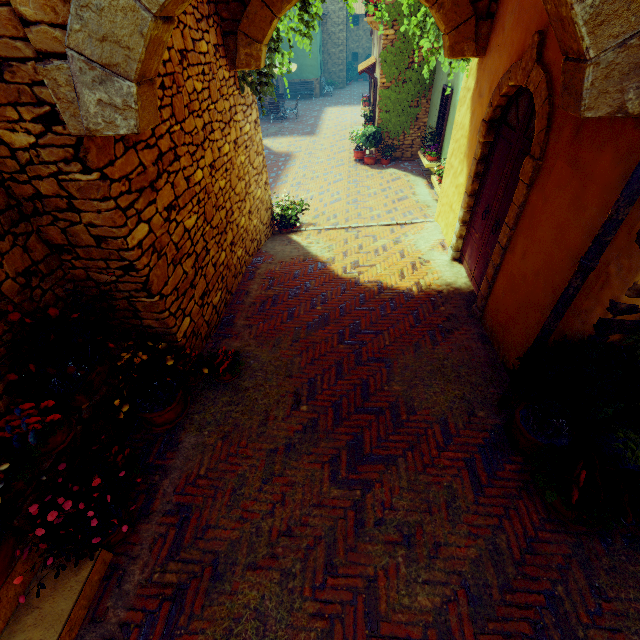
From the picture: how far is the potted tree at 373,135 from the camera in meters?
11.9

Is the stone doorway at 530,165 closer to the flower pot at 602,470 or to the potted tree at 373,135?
the flower pot at 602,470

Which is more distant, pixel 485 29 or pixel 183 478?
pixel 485 29

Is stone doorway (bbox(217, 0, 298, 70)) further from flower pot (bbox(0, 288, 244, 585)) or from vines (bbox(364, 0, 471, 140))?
flower pot (bbox(0, 288, 244, 585))

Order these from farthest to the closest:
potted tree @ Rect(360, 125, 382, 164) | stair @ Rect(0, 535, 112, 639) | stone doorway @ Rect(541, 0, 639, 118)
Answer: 1. potted tree @ Rect(360, 125, 382, 164)
2. stair @ Rect(0, 535, 112, 639)
3. stone doorway @ Rect(541, 0, 639, 118)

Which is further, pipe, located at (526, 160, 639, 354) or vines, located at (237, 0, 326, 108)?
vines, located at (237, 0, 326, 108)

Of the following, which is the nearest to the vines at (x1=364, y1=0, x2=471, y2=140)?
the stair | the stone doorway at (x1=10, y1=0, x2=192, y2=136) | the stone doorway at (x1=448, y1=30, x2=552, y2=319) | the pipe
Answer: the stone doorway at (x1=448, y1=30, x2=552, y2=319)

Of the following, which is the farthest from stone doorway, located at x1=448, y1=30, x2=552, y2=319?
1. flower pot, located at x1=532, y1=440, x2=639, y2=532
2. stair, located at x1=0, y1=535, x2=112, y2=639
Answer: stair, located at x1=0, y1=535, x2=112, y2=639
